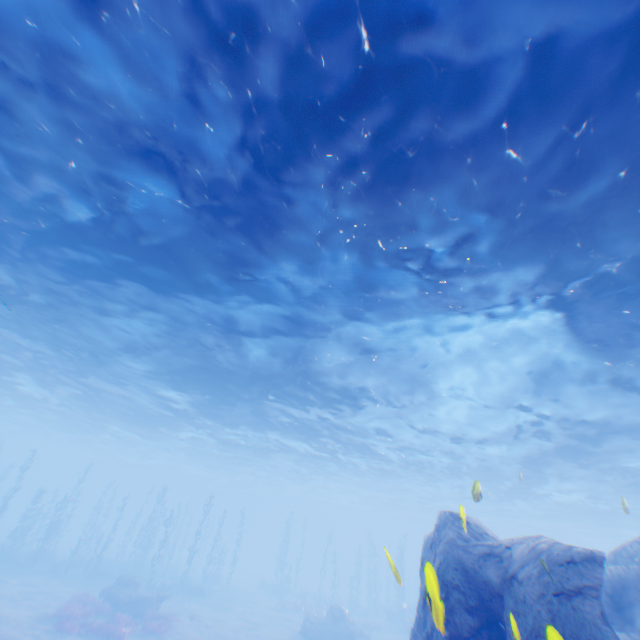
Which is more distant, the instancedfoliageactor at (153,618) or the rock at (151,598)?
the rock at (151,598)

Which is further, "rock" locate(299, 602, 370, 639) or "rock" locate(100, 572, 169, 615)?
"rock" locate(299, 602, 370, 639)

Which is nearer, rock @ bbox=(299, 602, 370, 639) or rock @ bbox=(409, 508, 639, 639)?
rock @ bbox=(409, 508, 639, 639)

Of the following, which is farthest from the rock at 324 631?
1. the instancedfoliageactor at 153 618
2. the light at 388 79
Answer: the light at 388 79

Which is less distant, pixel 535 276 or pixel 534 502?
pixel 535 276

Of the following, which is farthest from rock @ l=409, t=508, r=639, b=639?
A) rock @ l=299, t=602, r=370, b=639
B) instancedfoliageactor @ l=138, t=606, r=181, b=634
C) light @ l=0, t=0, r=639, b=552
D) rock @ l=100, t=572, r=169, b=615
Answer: rock @ l=100, t=572, r=169, b=615

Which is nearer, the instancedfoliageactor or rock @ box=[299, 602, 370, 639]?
the instancedfoliageactor

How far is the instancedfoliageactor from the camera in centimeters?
1827cm
